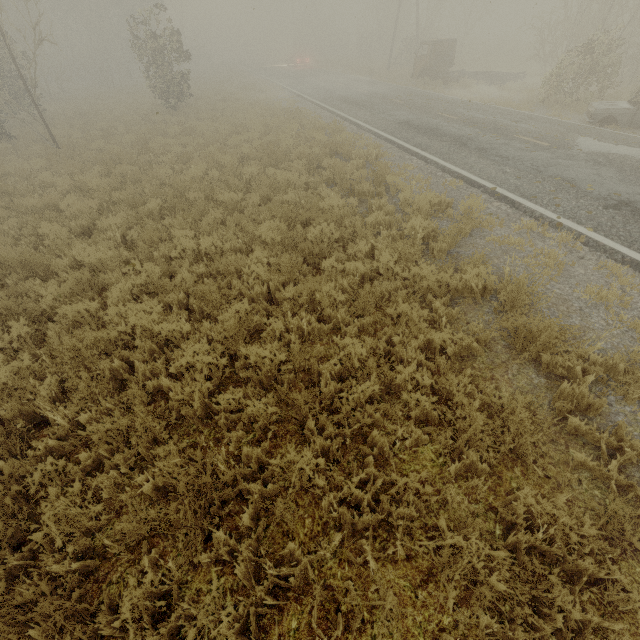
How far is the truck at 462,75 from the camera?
20.3m

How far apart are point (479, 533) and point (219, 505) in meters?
2.6

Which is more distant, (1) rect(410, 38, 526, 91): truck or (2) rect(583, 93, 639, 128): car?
(1) rect(410, 38, 526, 91): truck

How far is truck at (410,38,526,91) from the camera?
20.3 meters

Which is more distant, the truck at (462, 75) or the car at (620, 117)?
the truck at (462, 75)
